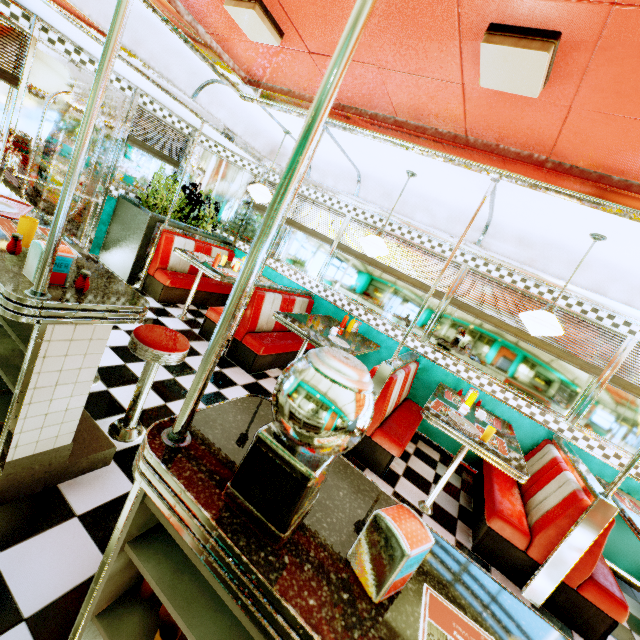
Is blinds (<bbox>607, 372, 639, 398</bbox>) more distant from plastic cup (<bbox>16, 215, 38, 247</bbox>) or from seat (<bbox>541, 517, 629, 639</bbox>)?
plastic cup (<bbox>16, 215, 38, 247</bbox>)

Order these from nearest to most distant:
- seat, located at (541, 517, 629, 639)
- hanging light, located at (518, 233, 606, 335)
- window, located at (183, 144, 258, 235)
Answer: seat, located at (541, 517, 629, 639) < hanging light, located at (518, 233, 606, 335) < window, located at (183, 144, 258, 235)

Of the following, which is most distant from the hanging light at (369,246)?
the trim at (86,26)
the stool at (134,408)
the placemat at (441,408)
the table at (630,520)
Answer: the table at (630,520)

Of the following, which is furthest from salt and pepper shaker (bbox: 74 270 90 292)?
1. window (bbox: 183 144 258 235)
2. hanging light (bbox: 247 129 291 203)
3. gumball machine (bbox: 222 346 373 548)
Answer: window (bbox: 183 144 258 235)

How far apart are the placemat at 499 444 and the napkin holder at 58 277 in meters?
3.4 m

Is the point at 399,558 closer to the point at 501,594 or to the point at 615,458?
the point at 501,594

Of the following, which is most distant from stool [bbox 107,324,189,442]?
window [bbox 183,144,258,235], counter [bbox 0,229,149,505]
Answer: window [bbox 183,144,258,235]

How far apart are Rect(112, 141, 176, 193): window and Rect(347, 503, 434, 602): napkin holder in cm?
594
